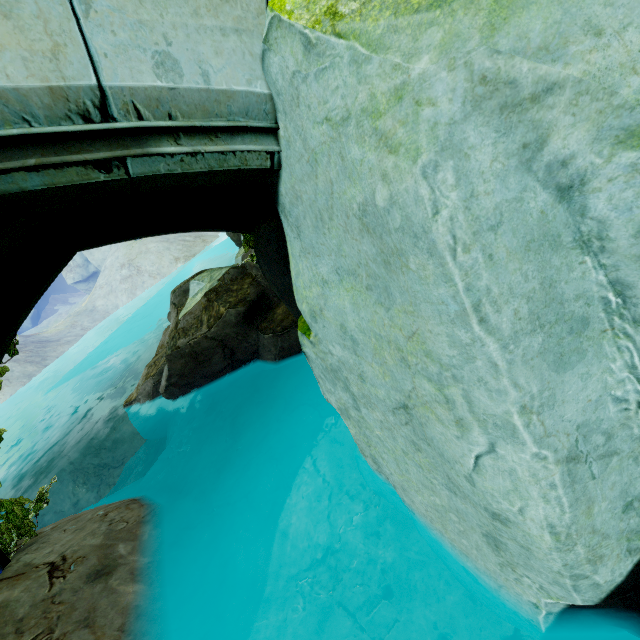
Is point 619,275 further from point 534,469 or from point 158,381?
point 158,381

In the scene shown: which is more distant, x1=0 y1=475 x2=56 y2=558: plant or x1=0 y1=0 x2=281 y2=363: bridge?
x1=0 y1=475 x2=56 y2=558: plant

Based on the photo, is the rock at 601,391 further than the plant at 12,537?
No

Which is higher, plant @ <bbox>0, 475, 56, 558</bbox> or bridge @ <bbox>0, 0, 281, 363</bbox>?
bridge @ <bbox>0, 0, 281, 363</bbox>

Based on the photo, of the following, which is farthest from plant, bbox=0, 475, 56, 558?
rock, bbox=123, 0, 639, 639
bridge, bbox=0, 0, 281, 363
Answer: rock, bbox=123, 0, 639, 639

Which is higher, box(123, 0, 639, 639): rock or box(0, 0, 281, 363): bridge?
box(0, 0, 281, 363): bridge

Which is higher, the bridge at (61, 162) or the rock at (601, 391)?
the bridge at (61, 162)
